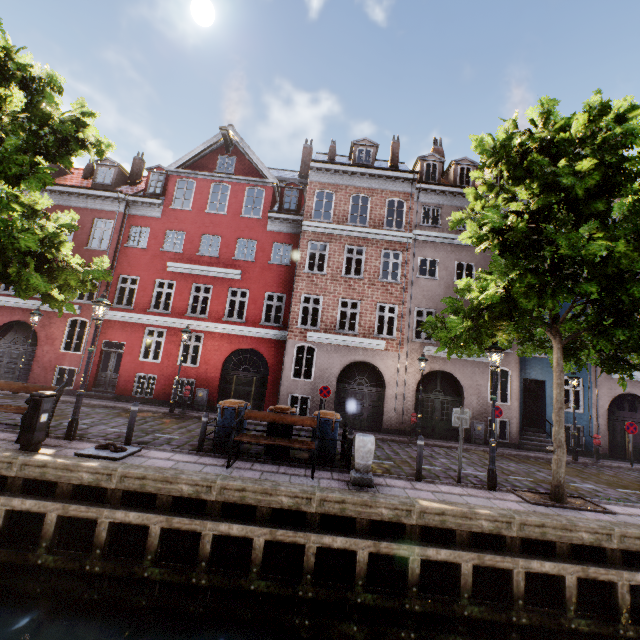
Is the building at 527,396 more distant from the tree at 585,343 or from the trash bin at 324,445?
the trash bin at 324,445

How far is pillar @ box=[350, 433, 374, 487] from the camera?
7.4 meters

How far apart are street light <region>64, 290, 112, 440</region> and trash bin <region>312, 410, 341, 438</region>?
6.13m

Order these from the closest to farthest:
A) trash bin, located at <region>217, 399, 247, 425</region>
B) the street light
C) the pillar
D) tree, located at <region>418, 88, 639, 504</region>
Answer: tree, located at <region>418, 88, 639, 504</region> → the pillar → the street light → trash bin, located at <region>217, 399, 247, 425</region>

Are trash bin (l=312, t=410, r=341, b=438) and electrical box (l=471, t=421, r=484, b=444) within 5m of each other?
no

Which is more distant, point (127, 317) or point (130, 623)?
point (127, 317)

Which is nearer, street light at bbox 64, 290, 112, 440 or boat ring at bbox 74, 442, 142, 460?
boat ring at bbox 74, 442, 142, 460

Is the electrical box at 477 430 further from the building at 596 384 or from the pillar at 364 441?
the pillar at 364 441
